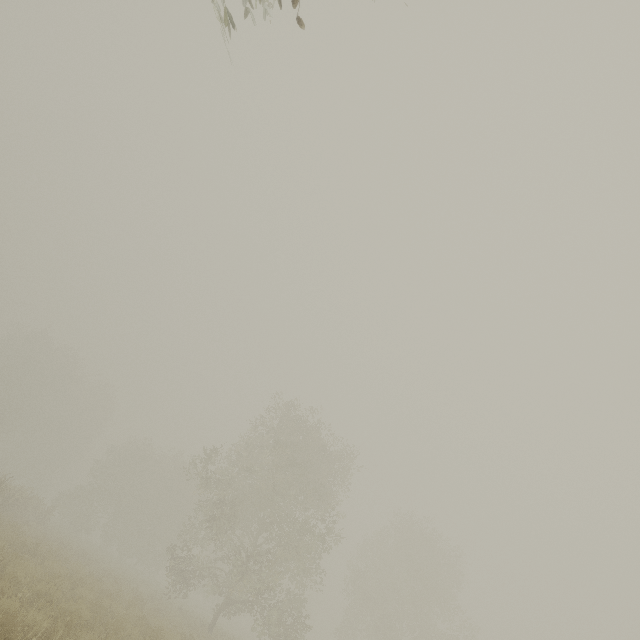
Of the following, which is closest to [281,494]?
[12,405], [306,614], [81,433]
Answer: [306,614]
